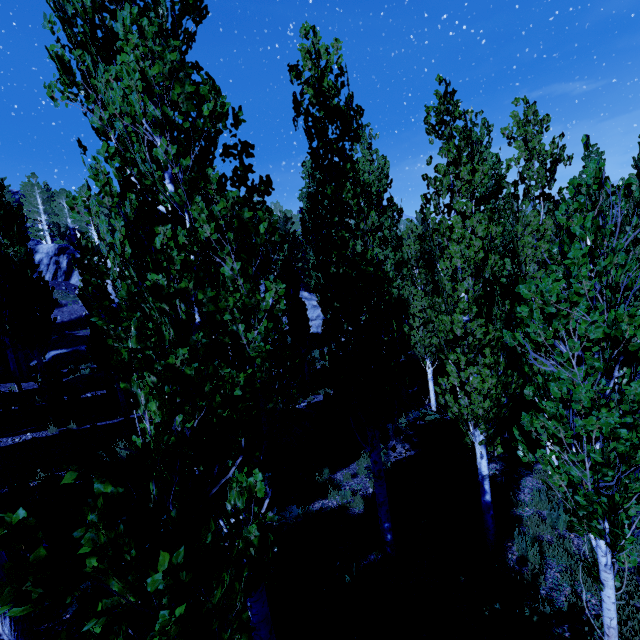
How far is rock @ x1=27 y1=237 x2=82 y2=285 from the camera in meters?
36.0

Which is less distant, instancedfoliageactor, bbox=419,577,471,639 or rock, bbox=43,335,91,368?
instancedfoliageactor, bbox=419,577,471,639

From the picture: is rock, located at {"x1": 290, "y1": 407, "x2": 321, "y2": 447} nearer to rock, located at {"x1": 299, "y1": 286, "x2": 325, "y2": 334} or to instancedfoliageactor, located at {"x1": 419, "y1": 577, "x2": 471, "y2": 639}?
instancedfoliageactor, located at {"x1": 419, "y1": 577, "x2": 471, "y2": 639}

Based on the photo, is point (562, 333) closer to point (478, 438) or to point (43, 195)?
point (478, 438)

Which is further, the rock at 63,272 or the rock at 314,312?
the rock at 63,272

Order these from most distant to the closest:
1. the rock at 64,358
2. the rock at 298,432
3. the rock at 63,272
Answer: A: the rock at 63,272 < the rock at 64,358 < the rock at 298,432
